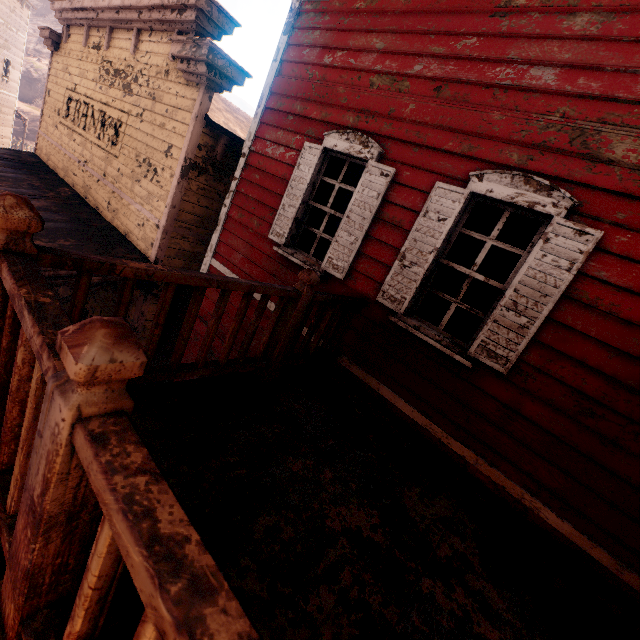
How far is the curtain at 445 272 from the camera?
3.4m

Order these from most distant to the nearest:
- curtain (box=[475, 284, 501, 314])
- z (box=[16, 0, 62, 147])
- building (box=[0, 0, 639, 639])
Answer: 1. z (box=[16, 0, 62, 147])
2. curtain (box=[475, 284, 501, 314])
3. building (box=[0, 0, 639, 639])

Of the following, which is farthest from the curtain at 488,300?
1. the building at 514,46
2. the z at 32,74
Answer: the z at 32,74

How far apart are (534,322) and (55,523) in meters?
3.2

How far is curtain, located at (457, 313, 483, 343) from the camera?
3.2m

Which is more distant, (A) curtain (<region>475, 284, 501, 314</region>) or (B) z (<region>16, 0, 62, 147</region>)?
(B) z (<region>16, 0, 62, 147</region>)

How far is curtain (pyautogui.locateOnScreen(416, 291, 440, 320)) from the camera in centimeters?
349cm

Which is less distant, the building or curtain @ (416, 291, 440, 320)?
the building
